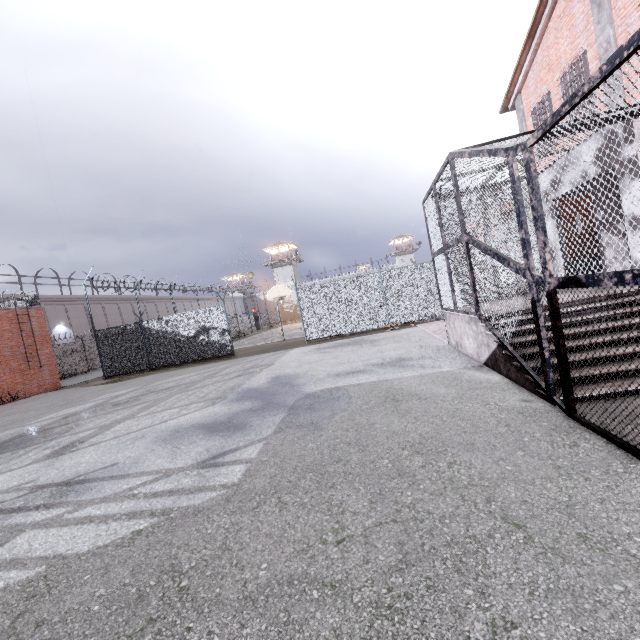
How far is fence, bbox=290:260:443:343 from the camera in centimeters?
1549cm

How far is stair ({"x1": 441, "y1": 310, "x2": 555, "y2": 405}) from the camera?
4.56m

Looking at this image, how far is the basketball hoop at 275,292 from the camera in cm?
2119

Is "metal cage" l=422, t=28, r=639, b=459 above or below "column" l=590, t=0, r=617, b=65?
below

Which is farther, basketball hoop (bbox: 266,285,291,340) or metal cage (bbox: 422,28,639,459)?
basketball hoop (bbox: 266,285,291,340)

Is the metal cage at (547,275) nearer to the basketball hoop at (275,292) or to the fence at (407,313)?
the fence at (407,313)

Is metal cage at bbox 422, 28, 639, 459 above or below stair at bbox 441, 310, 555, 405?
above

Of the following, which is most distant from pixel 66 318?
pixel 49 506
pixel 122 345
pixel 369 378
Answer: pixel 369 378
